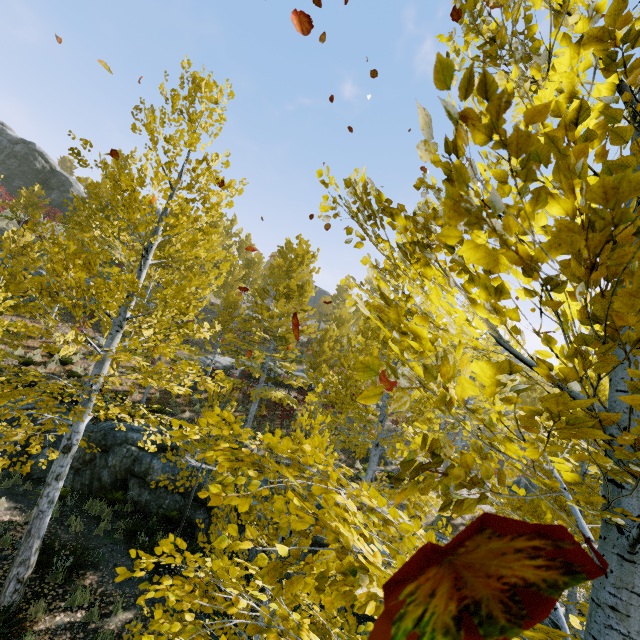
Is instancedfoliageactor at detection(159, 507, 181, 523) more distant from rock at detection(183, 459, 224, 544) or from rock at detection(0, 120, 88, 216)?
rock at detection(0, 120, 88, 216)

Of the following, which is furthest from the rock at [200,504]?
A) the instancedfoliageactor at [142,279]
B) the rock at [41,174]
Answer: the rock at [41,174]

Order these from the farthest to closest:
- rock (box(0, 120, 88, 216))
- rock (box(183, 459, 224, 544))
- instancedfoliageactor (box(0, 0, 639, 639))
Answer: rock (box(0, 120, 88, 216)) → rock (box(183, 459, 224, 544)) → instancedfoliageactor (box(0, 0, 639, 639))

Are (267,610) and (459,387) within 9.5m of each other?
yes

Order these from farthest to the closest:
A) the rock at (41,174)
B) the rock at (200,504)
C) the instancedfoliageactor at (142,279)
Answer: the rock at (41,174), the rock at (200,504), the instancedfoliageactor at (142,279)

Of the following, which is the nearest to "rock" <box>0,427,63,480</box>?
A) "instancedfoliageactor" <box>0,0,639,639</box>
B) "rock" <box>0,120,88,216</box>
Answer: "instancedfoliageactor" <box>0,0,639,639</box>

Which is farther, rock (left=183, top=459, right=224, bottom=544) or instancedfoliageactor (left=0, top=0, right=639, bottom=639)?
rock (left=183, top=459, right=224, bottom=544)
